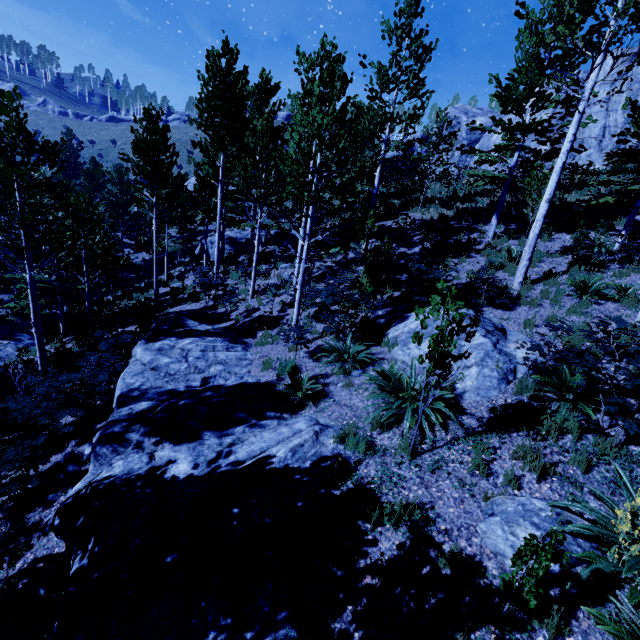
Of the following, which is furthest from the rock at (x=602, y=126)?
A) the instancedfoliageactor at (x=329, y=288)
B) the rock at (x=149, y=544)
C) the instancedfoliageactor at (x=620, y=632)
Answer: the instancedfoliageactor at (x=620, y=632)

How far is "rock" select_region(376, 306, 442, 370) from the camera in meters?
7.6

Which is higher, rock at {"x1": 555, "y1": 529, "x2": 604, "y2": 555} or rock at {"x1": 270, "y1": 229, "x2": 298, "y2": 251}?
rock at {"x1": 270, "y1": 229, "x2": 298, "y2": 251}

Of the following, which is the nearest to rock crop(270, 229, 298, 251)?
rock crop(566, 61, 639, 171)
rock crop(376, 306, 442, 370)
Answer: rock crop(376, 306, 442, 370)

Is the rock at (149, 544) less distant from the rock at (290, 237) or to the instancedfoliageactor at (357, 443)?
the instancedfoliageactor at (357, 443)

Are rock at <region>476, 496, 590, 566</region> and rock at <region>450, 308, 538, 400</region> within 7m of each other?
yes

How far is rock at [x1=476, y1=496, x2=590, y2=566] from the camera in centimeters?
369cm

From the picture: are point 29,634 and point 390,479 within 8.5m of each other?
yes
